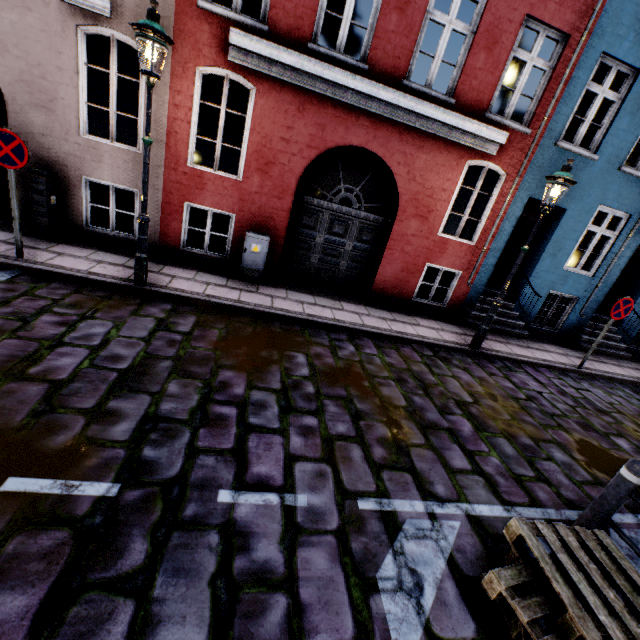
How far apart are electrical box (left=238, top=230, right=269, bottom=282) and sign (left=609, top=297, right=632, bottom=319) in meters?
7.9

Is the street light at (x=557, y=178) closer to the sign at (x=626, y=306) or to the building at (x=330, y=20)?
the building at (x=330, y=20)

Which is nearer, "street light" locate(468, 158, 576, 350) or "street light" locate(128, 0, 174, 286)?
"street light" locate(128, 0, 174, 286)

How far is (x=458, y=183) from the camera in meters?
7.6 m

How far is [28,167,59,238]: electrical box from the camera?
6.1m

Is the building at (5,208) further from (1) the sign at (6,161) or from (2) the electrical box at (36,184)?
(1) the sign at (6,161)

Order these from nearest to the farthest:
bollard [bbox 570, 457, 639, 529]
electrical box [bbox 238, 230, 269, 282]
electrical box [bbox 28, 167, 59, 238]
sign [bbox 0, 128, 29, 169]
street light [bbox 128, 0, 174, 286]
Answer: bollard [bbox 570, 457, 639, 529] < street light [bbox 128, 0, 174, 286] < sign [bbox 0, 128, 29, 169] < electrical box [bbox 28, 167, 59, 238] < electrical box [bbox 238, 230, 269, 282]

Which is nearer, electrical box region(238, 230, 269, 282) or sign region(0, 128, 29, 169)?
sign region(0, 128, 29, 169)
